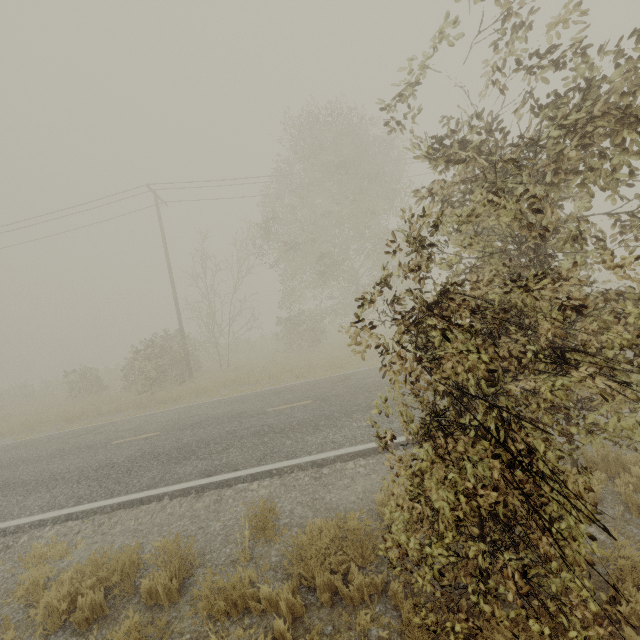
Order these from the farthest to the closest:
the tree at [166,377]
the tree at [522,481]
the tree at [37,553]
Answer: the tree at [166,377], the tree at [37,553], the tree at [522,481]

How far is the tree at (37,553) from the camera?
5.3 meters

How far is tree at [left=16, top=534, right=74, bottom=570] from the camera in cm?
528

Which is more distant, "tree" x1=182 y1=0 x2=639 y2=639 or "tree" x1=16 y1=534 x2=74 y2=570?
"tree" x1=16 y1=534 x2=74 y2=570

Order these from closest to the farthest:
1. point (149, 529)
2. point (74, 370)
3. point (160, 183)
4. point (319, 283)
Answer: point (149, 529), point (160, 183), point (319, 283), point (74, 370)

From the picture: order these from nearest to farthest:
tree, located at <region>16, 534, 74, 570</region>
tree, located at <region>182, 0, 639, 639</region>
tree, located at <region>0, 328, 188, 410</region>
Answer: tree, located at <region>182, 0, 639, 639</region> → tree, located at <region>16, 534, 74, 570</region> → tree, located at <region>0, 328, 188, 410</region>
